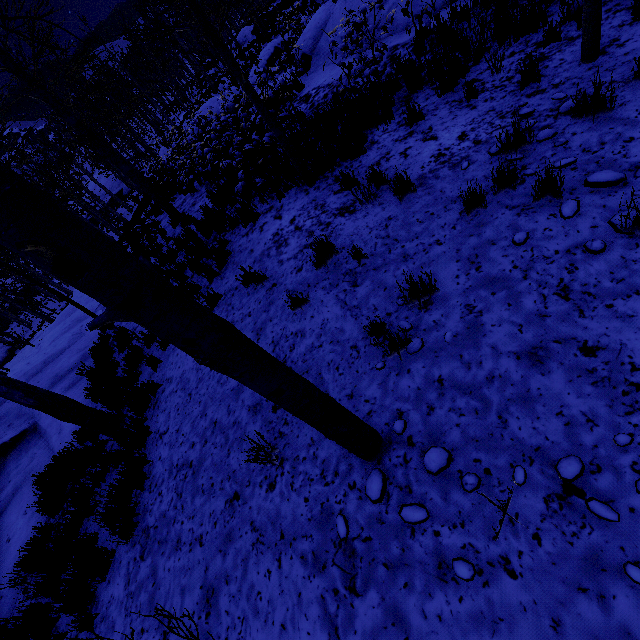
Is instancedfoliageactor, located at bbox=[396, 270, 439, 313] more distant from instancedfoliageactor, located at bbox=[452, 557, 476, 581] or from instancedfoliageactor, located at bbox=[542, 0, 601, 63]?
A: instancedfoliageactor, located at bbox=[542, 0, 601, 63]

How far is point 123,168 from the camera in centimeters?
941cm

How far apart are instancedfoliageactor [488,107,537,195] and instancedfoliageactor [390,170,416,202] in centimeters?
103cm

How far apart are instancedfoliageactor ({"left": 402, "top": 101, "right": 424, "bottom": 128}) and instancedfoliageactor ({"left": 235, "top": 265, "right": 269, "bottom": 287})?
3.6 meters

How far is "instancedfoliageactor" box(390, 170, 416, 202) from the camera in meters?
4.3

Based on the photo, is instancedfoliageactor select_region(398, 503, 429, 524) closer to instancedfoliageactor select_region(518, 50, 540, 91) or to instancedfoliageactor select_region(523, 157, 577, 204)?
instancedfoliageactor select_region(518, 50, 540, 91)

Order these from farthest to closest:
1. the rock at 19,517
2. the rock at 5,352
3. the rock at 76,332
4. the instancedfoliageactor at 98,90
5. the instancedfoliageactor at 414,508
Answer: the rock at 5,352, the rock at 76,332, the rock at 19,517, the instancedfoliageactor at 414,508, the instancedfoliageactor at 98,90

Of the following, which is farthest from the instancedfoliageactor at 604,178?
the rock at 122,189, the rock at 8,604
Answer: the rock at 122,189
